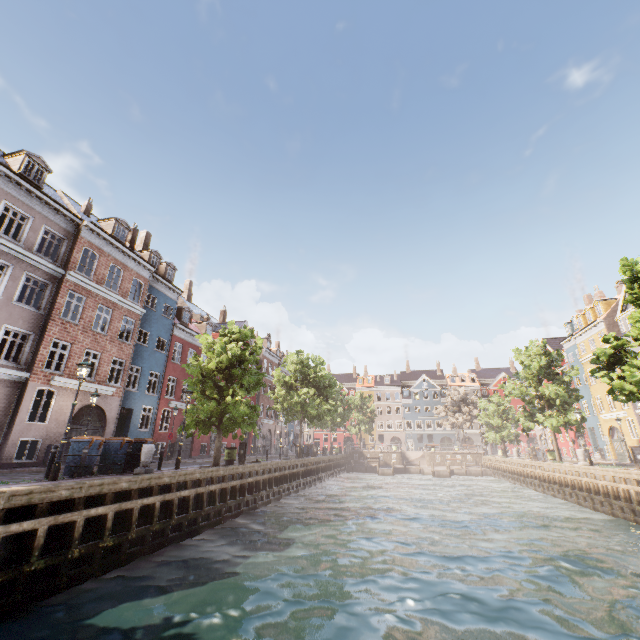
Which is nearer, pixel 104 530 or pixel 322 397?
pixel 104 530

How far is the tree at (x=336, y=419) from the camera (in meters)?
30.39

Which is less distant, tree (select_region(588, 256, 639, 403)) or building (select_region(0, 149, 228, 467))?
tree (select_region(588, 256, 639, 403))

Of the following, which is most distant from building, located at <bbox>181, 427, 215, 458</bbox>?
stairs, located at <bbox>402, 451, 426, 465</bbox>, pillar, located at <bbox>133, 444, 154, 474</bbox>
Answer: stairs, located at <bbox>402, 451, 426, 465</bbox>

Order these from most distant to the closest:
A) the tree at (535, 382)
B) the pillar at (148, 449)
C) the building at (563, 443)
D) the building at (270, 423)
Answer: the building at (270, 423)
the building at (563, 443)
the tree at (535, 382)
the pillar at (148, 449)

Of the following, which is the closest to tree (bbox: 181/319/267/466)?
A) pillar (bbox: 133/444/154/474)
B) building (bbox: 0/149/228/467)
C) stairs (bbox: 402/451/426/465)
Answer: pillar (bbox: 133/444/154/474)

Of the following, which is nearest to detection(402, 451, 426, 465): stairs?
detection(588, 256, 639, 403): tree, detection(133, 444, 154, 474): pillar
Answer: detection(588, 256, 639, 403): tree

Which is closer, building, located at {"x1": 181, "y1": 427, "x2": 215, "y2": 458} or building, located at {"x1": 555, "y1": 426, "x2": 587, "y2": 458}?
building, located at {"x1": 181, "y1": 427, "x2": 215, "y2": 458}
